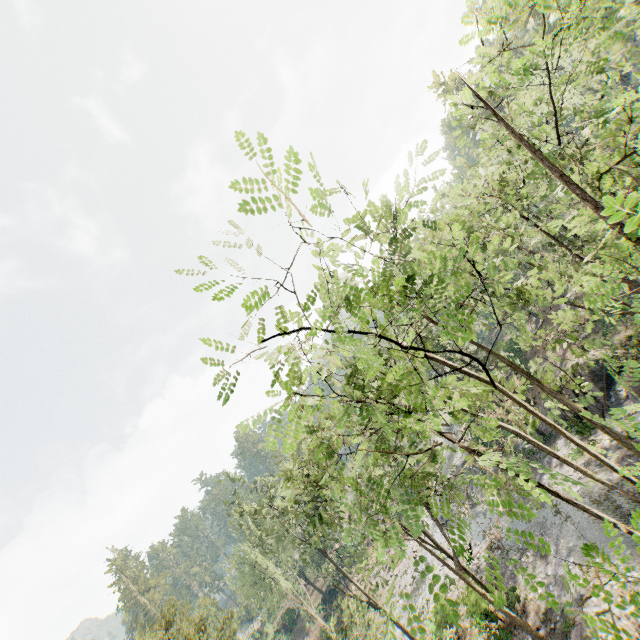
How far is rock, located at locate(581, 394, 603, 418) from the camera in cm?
2470

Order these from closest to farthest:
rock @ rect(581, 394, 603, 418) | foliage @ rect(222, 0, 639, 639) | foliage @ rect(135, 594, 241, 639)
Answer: foliage @ rect(222, 0, 639, 639) → foliage @ rect(135, 594, 241, 639) → rock @ rect(581, 394, 603, 418)

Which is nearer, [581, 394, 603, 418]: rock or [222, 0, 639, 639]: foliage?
[222, 0, 639, 639]: foliage

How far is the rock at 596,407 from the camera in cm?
2470

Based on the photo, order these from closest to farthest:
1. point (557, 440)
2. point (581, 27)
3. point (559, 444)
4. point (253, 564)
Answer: point (559, 444) → point (557, 440) → point (581, 27) → point (253, 564)

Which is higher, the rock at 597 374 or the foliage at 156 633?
the foliage at 156 633
